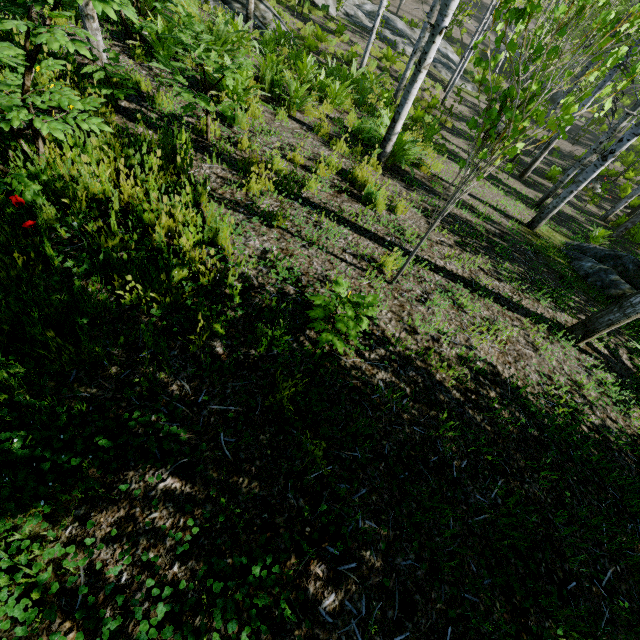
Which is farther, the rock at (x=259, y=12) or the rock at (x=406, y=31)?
the rock at (x=406, y=31)

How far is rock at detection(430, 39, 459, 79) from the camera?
20.2 meters

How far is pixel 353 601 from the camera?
1.8 meters

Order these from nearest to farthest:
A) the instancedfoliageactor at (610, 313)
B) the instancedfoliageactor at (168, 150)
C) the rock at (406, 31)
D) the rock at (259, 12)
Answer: the instancedfoliageactor at (168, 150)
the instancedfoliageactor at (610, 313)
the rock at (259, 12)
the rock at (406, 31)

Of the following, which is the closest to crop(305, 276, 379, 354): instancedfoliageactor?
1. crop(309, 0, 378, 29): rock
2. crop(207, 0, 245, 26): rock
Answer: crop(207, 0, 245, 26): rock

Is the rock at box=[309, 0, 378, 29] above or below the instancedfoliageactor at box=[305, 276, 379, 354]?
below

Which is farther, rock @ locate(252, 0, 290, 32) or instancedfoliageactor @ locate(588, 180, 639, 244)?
rock @ locate(252, 0, 290, 32)

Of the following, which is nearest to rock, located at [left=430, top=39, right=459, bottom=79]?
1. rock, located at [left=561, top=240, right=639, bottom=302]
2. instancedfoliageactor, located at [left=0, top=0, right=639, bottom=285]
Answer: instancedfoliageactor, located at [left=0, top=0, right=639, bottom=285]
